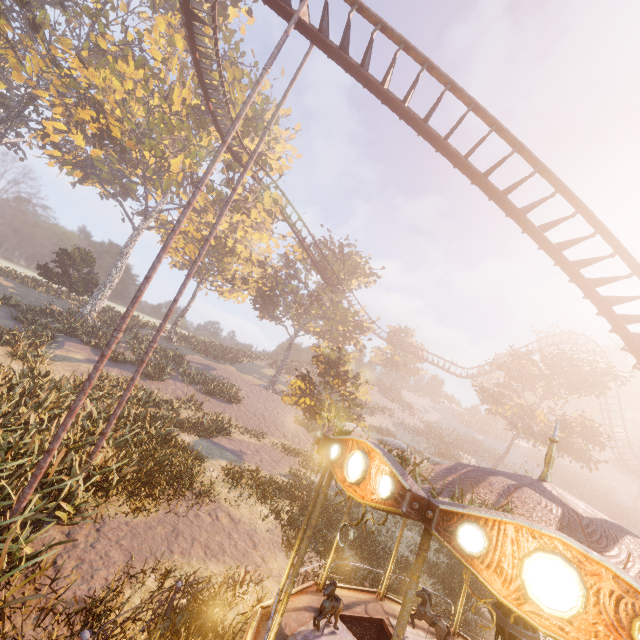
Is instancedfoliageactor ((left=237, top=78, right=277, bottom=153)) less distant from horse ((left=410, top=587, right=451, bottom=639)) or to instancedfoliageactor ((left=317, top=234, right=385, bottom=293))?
instancedfoliageactor ((left=317, top=234, right=385, bottom=293))

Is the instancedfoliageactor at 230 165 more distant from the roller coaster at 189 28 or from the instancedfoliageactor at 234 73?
the instancedfoliageactor at 234 73

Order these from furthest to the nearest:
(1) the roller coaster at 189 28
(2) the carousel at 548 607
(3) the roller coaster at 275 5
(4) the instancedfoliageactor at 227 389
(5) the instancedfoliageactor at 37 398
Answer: (4) the instancedfoliageactor at 227 389
(1) the roller coaster at 189 28
(3) the roller coaster at 275 5
(5) the instancedfoliageactor at 37 398
(2) the carousel at 548 607

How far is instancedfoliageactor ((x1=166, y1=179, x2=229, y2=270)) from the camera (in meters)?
32.22

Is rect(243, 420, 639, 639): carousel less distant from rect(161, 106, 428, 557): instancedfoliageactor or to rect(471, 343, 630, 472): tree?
rect(161, 106, 428, 557): instancedfoliageactor

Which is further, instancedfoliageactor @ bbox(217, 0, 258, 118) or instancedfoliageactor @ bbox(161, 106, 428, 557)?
instancedfoliageactor @ bbox(217, 0, 258, 118)

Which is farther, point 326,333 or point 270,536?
point 326,333

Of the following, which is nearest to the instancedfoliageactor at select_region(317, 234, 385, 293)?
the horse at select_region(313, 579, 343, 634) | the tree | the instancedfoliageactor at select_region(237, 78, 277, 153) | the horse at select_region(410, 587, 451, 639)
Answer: the instancedfoliageactor at select_region(237, 78, 277, 153)
